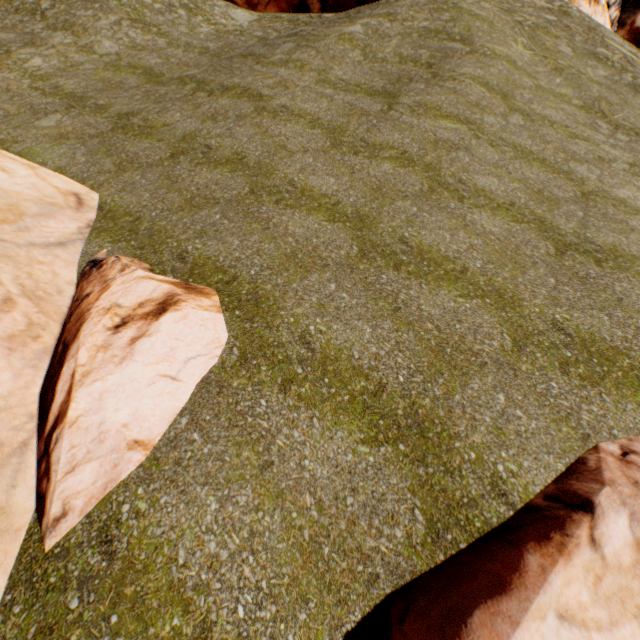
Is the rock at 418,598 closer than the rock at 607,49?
Yes

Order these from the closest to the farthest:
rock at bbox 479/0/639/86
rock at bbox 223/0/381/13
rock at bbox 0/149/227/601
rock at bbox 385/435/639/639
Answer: rock at bbox 385/435/639/639 < rock at bbox 0/149/227/601 < rock at bbox 223/0/381/13 < rock at bbox 479/0/639/86

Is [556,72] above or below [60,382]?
above

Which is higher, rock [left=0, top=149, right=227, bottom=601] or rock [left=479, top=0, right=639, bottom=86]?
rock [left=479, top=0, right=639, bottom=86]

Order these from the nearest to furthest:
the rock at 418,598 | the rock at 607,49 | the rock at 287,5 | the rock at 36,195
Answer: the rock at 418,598 < the rock at 36,195 < the rock at 287,5 < the rock at 607,49

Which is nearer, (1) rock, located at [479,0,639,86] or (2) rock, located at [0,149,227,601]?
(2) rock, located at [0,149,227,601]
